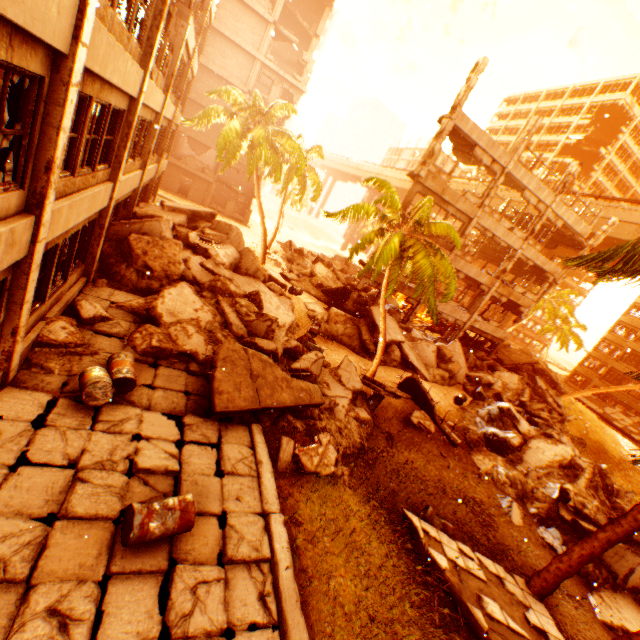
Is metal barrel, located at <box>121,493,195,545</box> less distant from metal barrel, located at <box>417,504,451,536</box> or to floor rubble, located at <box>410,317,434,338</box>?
metal barrel, located at <box>417,504,451,536</box>

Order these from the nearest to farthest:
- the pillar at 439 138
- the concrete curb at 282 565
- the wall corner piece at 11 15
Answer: the wall corner piece at 11 15 < the concrete curb at 282 565 < the pillar at 439 138

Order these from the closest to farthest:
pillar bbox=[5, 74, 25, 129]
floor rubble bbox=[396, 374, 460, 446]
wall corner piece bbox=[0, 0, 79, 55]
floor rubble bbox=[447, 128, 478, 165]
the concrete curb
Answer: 1. wall corner piece bbox=[0, 0, 79, 55]
2. pillar bbox=[5, 74, 25, 129]
3. the concrete curb
4. floor rubble bbox=[396, 374, 460, 446]
5. floor rubble bbox=[447, 128, 478, 165]

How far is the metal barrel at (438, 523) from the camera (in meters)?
9.10

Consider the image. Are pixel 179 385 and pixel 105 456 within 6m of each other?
yes

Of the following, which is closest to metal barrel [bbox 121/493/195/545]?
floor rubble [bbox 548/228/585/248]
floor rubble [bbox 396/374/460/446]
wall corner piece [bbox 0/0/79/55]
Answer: wall corner piece [bbox 0/0/79/55]

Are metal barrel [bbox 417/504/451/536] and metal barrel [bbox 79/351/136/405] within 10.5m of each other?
yes

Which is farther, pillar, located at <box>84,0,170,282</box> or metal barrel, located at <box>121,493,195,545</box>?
pillar, located at <box>84,0,170,282</box>
